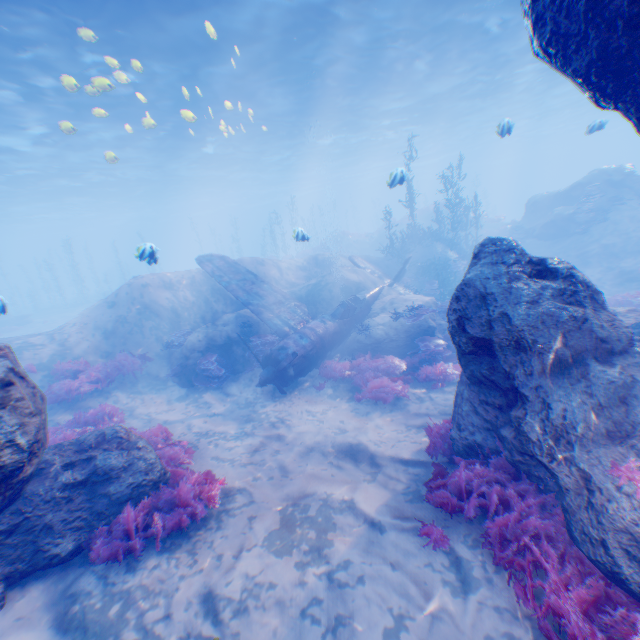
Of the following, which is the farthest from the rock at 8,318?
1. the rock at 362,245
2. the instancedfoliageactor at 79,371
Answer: the rock at 362,245

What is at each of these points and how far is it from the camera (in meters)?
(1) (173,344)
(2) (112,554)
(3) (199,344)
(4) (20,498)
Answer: (1) instancedfoliageactor, 13.05
(2) instancedfoliageactor, 4.70
(3) rock, 12.44
(4) rock, 4.82

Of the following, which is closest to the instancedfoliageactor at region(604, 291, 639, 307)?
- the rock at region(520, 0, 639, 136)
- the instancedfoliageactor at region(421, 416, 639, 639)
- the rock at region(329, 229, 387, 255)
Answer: the rock at region(520, 0, 639, 136)

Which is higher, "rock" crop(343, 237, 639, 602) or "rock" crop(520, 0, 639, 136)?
"rock" crop(520, 0, 639, 136)

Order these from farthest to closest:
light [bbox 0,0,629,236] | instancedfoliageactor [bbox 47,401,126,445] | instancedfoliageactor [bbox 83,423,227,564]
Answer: light [bbox 0,0,629,236] < instancedfoliageactor [bbox 47,401,126,445] < instancedfoliageactor [bbox 83,423,227,564]

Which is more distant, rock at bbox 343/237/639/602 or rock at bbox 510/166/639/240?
rock at bbox 510/166/639/240

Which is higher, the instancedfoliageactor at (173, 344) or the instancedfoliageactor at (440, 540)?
the instancedfoliageactor at (173, 344)

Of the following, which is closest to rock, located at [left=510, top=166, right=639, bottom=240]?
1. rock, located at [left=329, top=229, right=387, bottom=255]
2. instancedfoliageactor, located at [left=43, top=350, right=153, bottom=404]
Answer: instancedfoliageactor, located at [left=43, top=350, right=153, bottom=404]
